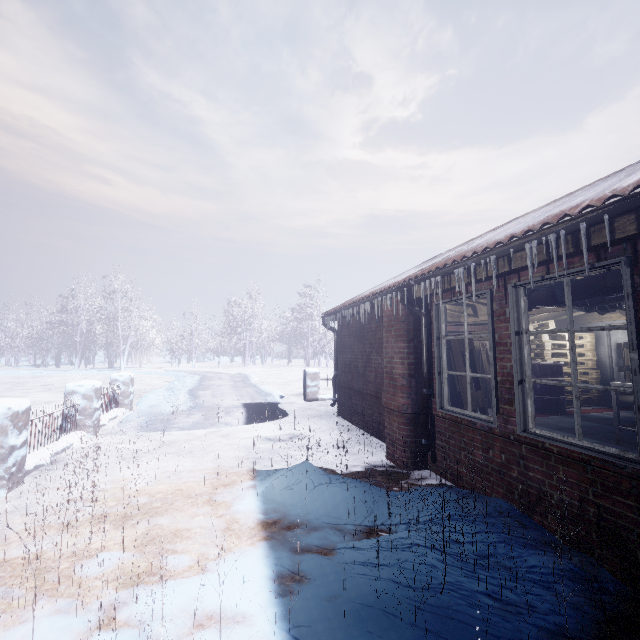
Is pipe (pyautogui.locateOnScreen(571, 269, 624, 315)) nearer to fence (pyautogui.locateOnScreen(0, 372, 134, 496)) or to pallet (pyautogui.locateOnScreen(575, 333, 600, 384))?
pallet (pyautogui.locateOnScreen(575, 333, 600, 384))

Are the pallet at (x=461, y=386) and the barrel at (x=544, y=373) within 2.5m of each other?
no

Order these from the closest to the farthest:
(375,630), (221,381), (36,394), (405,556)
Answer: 1. (375,630)
2. (405,556)
3. (36,394)
4. (221,381)

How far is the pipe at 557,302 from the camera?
3.08m

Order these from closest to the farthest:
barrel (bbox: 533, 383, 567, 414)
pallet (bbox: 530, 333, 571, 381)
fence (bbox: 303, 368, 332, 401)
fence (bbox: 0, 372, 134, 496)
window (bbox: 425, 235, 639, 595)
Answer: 1. window (bbox: 425, 235, 639, 595)
2. fence (bbox: 0, 372, 134, 496)
3. barrel (bbox: 533, 383, 567, 414)
4. pallet (bbox: 530, 333, 571, 381)
5. fence (bbox: 303, 368, 332, 401)

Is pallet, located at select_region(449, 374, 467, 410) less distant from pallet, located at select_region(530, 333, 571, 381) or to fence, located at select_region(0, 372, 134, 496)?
pallet, located at select_region(530, 333, 571, 381)

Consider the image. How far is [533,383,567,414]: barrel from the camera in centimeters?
641cm

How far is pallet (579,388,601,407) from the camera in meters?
7.3
